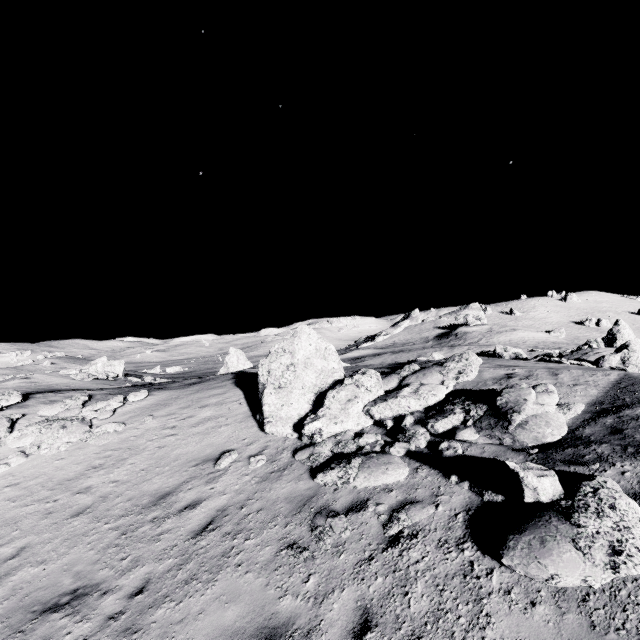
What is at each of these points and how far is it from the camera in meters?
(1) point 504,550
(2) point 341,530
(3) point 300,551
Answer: (1) stone, 4.3
(2) stone, 5.6
(3) stone, 5.4

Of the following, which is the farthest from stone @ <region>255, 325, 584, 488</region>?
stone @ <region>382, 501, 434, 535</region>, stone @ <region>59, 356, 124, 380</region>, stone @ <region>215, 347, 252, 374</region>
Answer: stone @ <region>59, 356, 124, 380</region>

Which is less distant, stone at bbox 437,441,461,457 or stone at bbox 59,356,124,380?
stone at bbox 437,441,461,457

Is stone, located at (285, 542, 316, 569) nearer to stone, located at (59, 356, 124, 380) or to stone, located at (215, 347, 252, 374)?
stone, located at (215, 347, 252, 374)

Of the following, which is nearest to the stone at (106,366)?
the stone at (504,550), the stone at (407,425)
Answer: the stone at (407,425)

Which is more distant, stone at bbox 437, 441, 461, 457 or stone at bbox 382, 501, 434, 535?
stone at bbox 437, 441, 461, 457

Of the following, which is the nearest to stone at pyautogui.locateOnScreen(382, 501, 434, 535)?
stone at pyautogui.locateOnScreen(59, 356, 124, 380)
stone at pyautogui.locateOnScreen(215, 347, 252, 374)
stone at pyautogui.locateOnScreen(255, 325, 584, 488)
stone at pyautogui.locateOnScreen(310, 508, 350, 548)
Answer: stone at pyautogui.locateOnScreen(310, 508, 350, 548)

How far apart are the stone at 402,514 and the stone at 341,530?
0.6 meters
